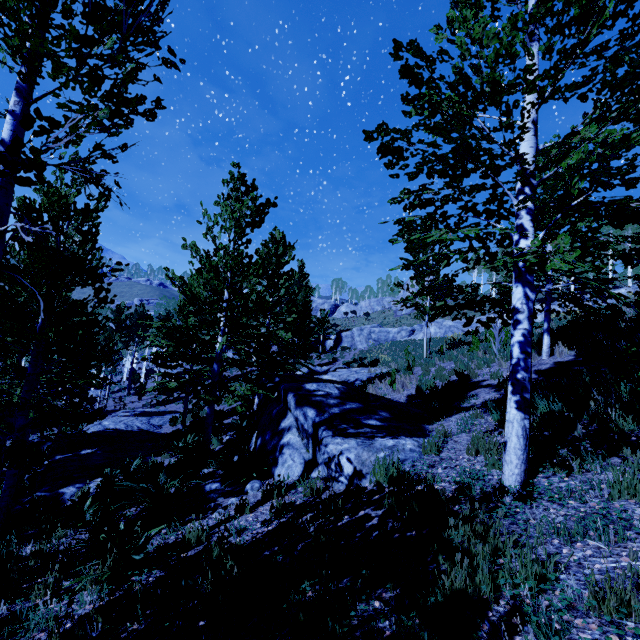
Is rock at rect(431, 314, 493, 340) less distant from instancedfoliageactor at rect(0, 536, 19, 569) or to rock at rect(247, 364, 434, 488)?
instancedfoliageactor at rect(0, 536, 19, 569)

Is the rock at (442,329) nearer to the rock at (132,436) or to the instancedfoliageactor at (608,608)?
the instancedfoliageactor at (608,608)

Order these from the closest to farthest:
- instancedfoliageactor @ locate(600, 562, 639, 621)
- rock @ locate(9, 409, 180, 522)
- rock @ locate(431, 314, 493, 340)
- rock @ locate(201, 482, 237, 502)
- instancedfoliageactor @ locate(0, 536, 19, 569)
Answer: instancedfoliageactor @ locate(600, 562, 639, 621) → instancedfoliageactor @ locate(0, 536, 19, 569) → rock @ locate(201, 482, 237, 502) → rock @ locate(9, 409, 180, 522) → rock @ locate(431, 314, 493, 340)

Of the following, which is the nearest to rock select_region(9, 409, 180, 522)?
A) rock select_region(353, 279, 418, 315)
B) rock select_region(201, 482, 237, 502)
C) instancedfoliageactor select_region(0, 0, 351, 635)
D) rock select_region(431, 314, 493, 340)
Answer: instancedfoliageactor select_region(0, 0, 351, 635)

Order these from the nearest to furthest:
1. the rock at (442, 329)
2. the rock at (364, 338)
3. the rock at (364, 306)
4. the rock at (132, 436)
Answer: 1. the rock at (132, 436)
2. the rock at (442, 329)
3. the rock at (364, 338)
4. the rock at (364, 306)

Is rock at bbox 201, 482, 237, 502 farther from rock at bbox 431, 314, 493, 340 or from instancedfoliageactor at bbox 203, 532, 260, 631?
rock at bbox 431, 314, 493, 340

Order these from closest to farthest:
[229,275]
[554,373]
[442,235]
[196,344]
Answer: [554,373], [229,275], [442,235], [196,344]

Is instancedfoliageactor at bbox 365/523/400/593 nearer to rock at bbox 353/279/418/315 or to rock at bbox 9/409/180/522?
rock at bbox 9/409/180/522
